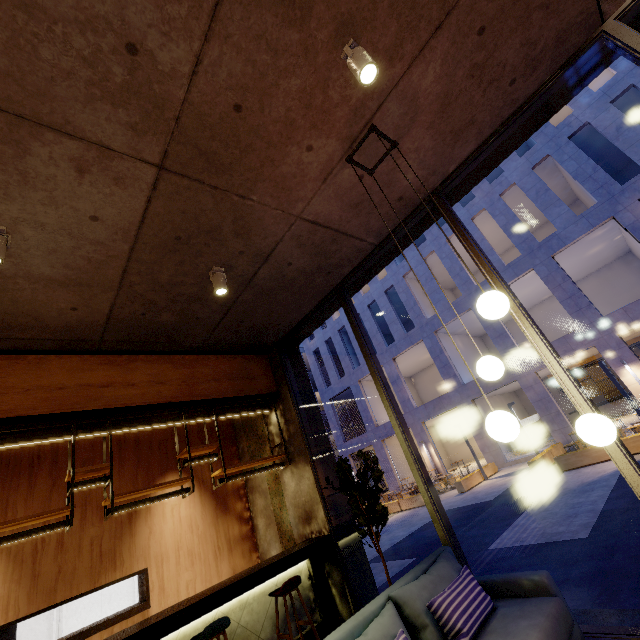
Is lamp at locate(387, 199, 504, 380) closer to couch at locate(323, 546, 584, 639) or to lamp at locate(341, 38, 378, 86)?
lamp at locate(341, 38, 378, 86)

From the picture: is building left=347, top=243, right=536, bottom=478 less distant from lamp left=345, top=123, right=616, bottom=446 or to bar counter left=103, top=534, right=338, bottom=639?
bar counter left=103, top=534, right=338, bottom=639

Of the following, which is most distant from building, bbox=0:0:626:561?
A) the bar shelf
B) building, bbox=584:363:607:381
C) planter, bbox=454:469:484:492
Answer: building, bbox=584:363:607:381

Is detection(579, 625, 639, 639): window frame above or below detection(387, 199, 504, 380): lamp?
below

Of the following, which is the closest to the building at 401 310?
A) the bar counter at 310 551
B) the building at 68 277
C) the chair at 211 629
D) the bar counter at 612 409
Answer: the bar counter at 612 409

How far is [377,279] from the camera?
26.3m

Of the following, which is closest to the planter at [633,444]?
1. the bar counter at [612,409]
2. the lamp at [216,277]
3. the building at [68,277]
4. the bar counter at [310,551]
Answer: the building at [68,277]

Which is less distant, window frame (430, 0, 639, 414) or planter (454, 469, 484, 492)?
window frame (430, 0, 639, 414)
